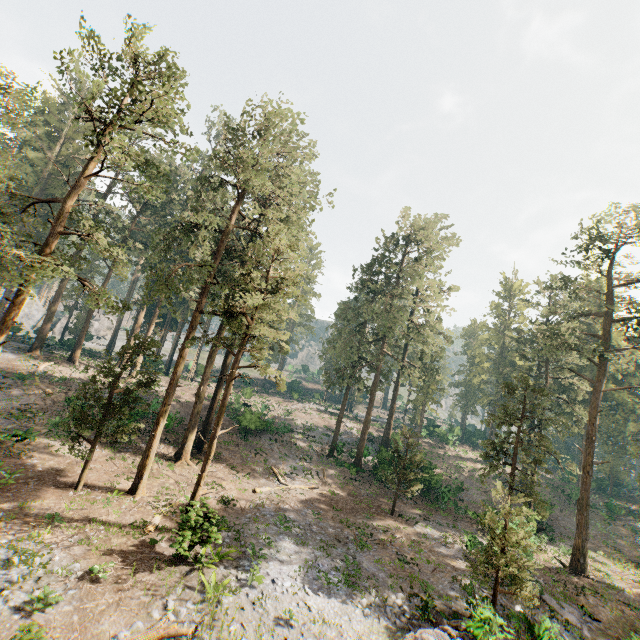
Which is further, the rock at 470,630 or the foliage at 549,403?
the foliage at 549,403

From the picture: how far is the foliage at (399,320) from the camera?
34.66m

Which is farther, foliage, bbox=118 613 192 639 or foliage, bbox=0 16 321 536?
Result: foliage, bbox=0 16 321 536

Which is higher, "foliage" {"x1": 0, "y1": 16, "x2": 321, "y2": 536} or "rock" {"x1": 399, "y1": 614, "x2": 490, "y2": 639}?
"foliage" {"x1": 0, "y1": 16, "x2": 321, "y2": 536}

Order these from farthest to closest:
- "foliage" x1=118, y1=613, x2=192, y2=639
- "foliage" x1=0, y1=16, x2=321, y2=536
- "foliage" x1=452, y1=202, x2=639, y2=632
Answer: "foliage" x1=452, y1=202, x2=639, y2=632 < "foliage" x1=0, y1=16, x2=321, y2=536 < "foliage" x1=118, y1=613, x2=192, y2=639

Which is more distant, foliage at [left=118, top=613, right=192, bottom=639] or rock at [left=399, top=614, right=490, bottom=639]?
rock at [left=399, top=614, right=490, bottom=639]

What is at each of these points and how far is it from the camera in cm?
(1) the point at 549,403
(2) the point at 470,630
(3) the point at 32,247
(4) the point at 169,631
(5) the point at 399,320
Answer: (1) foliage, 3328
(2) rock, 1378
(3) foliage, 4250
(4) foliage, 1088
(5) foliage, 4484
